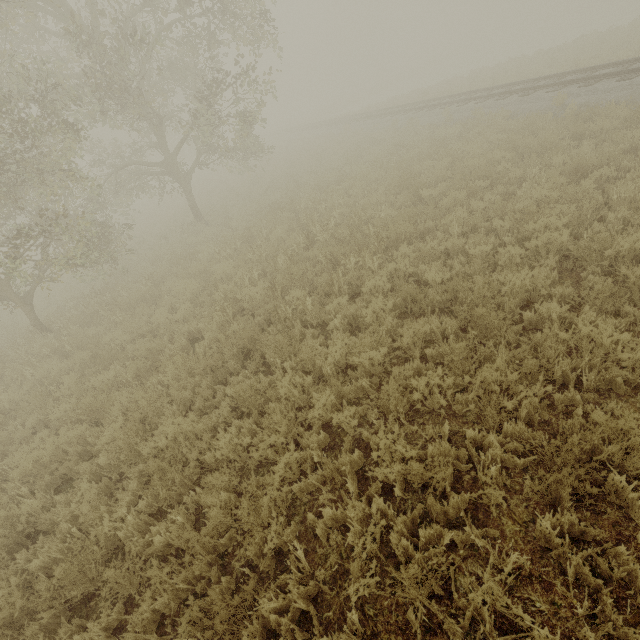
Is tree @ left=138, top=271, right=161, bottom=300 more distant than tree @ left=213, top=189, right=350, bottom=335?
Yes

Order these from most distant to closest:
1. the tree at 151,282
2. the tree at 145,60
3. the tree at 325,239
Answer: the tree at 151,282, the tree at 145,60, the tree at 325,239

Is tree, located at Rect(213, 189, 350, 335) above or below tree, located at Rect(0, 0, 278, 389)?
below

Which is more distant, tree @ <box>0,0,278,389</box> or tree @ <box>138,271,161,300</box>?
tree @ <box>138,271,161,300</box>

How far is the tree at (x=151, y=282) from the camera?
A: 10.59m

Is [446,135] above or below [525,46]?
above

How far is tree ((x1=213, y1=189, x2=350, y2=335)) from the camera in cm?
659
